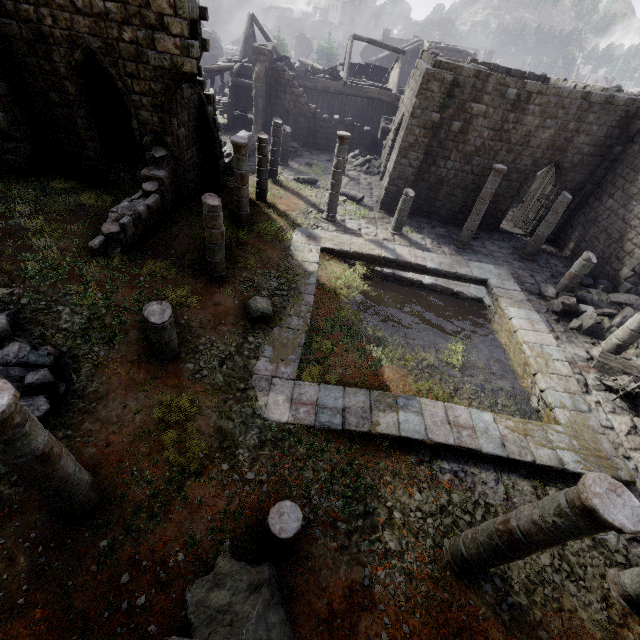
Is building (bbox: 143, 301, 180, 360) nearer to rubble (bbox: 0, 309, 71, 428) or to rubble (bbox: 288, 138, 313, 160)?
rubble (bbox: 0, 309, 71, 428)

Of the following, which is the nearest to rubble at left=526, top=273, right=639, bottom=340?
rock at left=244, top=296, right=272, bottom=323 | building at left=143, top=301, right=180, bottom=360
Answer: rock at left=244, top=296, right=272, bottom=323

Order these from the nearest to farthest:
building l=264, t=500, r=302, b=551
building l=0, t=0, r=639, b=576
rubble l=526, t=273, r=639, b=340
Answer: building l=264, t=500, r=302, b=551 < building l=0, t=0, r=639, b=576 < rubble l=526, t=273, r=639, b=340

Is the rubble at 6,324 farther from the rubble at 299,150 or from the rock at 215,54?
the rubble at 299,150

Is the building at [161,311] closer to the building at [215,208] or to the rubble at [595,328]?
the building at [215,208]

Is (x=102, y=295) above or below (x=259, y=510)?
above

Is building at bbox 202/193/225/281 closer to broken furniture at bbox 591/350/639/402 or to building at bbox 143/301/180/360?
broken furniture at bbox 591/350/639/402

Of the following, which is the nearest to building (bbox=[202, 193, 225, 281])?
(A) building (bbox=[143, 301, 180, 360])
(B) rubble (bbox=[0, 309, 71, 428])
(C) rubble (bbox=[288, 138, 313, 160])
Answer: (C) rubble (bbox=[288, 138, 313, 160])
